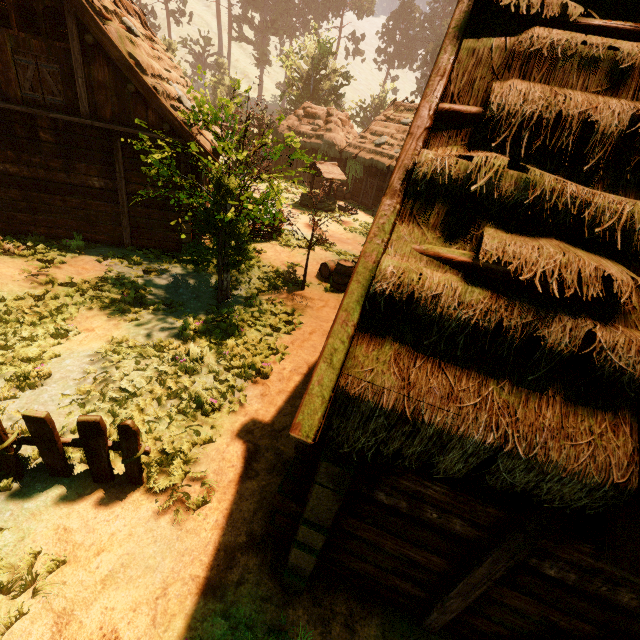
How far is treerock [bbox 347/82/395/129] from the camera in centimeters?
4697cm

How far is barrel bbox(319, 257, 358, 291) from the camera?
11.38m

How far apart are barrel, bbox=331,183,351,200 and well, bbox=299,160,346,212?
3.3 meters

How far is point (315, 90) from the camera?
39.91m

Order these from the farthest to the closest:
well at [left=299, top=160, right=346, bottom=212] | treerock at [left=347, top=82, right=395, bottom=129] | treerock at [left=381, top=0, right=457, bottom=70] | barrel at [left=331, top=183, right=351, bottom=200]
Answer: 1. treerock at [left=381, top=0, right=457, bottom=70]
2. treerock at [left=347, top=82, right=395, bottom=129]
3. barrel at [left=331, top=183, right=351, bottom=200]
4. well at [left=299, top=160, right=346, bottom=212]

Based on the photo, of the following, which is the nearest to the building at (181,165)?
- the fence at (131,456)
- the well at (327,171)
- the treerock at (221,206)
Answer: the treerock at (221,206)

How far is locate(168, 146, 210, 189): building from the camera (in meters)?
9.98

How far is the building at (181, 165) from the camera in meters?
10.0
